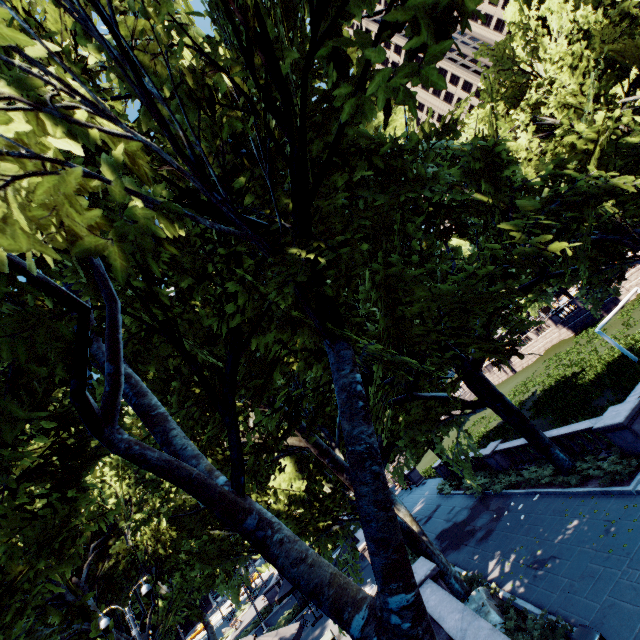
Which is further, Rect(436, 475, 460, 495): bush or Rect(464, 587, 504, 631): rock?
Rect(436, 475, 460, 495): bush

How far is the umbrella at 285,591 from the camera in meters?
18.8

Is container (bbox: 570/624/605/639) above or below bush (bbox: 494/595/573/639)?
above

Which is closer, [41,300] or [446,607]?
[446,607]

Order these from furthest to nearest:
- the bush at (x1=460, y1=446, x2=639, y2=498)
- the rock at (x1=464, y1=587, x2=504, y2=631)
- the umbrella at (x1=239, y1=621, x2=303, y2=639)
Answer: the bush at (x1=460, y1=446, x2=639, y2=498)
the umbrella at (x1=239, y1=621, x2=303, y2=639)
the rock at (x1=464, y1=587, x2=504, y2=631)

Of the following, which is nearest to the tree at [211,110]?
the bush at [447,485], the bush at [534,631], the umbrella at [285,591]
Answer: the bush at [447,485]

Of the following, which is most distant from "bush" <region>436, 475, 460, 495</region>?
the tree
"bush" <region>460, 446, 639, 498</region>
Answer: "bush" <region>460, 446, 639, 498</region>

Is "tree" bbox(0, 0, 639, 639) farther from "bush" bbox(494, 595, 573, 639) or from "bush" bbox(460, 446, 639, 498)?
"bush" bbox(494, 595, 573, 639)
